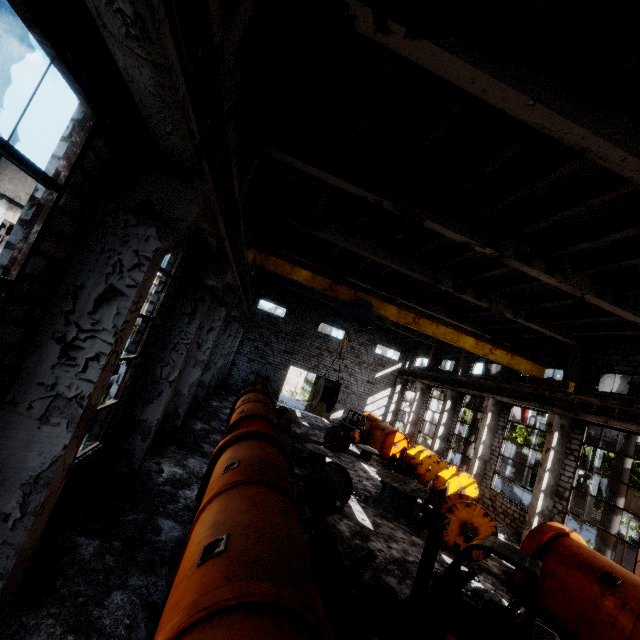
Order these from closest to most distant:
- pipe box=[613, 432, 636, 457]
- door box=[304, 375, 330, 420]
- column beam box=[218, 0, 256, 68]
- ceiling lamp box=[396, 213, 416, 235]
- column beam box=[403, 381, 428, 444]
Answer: column beam box=[218, 0, 256, 68] → ceiling lamp box=[396, 213, 416, 235] → pipe box=[613, 432, 636, 457] → column beam box=[403, 381, 428, 444] → door box=[304, 375, 330, 420]

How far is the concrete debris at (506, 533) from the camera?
15.2m

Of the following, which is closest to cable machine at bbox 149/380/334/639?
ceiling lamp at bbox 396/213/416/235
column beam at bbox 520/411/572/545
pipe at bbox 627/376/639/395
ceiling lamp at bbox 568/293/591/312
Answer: ceiling lamp at bbox 396/213/416/235

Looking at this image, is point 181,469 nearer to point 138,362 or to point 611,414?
point 138,362

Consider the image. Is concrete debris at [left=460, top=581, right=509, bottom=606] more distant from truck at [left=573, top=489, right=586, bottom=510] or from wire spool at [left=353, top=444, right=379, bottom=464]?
truck at [left=573, top=489, right=586, bottom=510]

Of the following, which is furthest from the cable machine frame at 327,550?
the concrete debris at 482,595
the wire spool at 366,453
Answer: the wire spool at 366,453

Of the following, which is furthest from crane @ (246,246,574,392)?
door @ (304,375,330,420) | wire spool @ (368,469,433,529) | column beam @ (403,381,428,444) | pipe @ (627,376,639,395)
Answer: door @ (304,375,330,420)

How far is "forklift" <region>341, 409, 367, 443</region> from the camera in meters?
24.4
